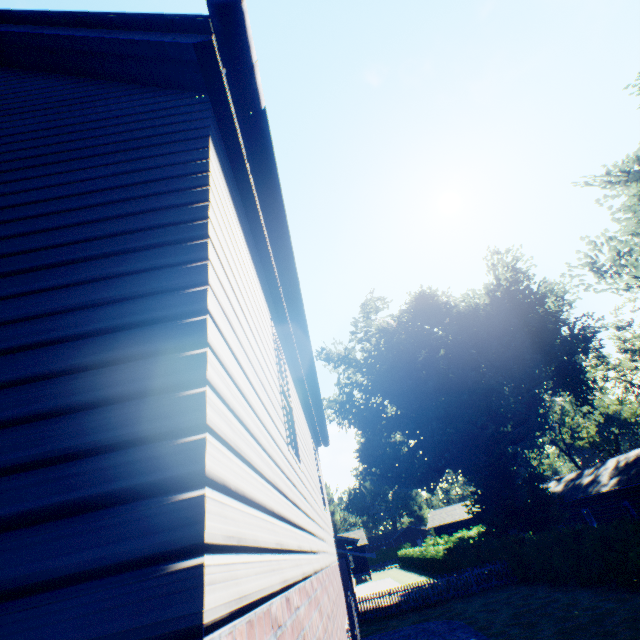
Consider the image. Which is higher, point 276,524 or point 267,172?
point 267,172

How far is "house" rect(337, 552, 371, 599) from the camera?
25.88m

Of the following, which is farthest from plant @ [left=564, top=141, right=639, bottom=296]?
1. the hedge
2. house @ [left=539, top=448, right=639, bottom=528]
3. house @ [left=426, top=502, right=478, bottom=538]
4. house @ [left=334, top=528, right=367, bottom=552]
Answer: house @ [left=334, top=528, right=367, bottom=552]

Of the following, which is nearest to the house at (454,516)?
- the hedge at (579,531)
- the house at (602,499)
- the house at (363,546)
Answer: the house at (602,499)

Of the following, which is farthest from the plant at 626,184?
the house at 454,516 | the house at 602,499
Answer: the house at 454,516

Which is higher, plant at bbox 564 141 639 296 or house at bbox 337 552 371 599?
plant at bbox 564 141 639 296
